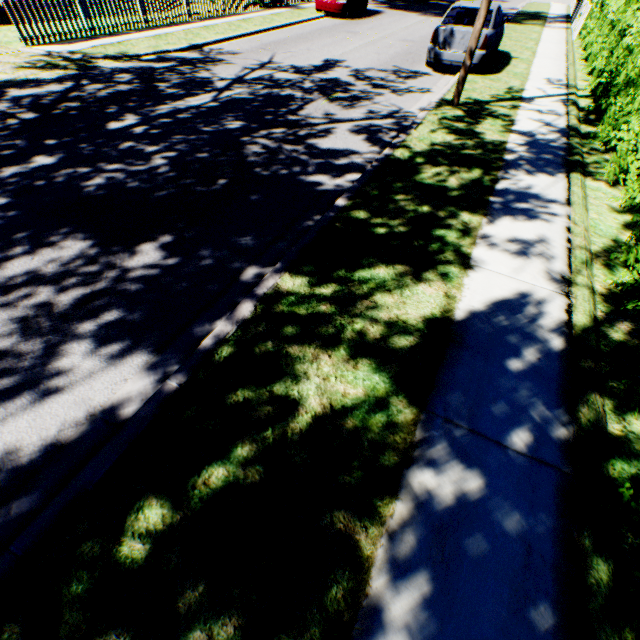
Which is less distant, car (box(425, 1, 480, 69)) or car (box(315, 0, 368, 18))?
car (box(425, 1, 480, 69))

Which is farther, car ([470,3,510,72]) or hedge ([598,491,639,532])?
car ([470,3,510,72])

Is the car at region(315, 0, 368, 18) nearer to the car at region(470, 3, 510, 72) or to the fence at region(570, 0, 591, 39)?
the car at region(470, 3, 510, 72)

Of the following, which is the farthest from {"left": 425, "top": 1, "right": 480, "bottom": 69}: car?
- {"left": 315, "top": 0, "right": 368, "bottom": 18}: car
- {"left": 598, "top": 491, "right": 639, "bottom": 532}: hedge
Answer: {"left": 598, "top": 491, "right": 639, "bottom": 532}: hedge

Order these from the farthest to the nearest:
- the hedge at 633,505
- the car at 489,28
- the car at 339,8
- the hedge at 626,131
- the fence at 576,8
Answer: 1. the car at 339,8
2. the fence at 576,8
3. the car at 489,28
4. the hedge at 626,131
5. the hedge at 633,505

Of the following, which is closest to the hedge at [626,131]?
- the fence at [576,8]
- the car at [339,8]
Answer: the fence at [576,8]

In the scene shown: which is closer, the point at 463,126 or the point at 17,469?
the point at 17,469

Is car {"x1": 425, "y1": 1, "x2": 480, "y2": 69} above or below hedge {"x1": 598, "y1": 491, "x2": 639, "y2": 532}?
above
